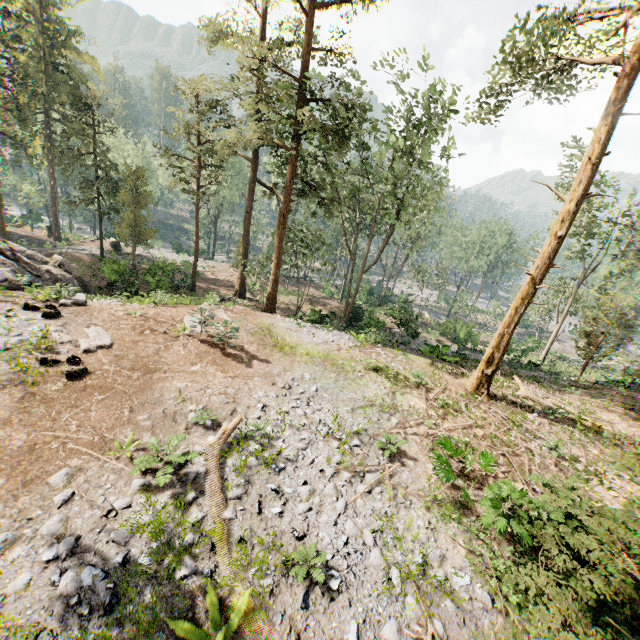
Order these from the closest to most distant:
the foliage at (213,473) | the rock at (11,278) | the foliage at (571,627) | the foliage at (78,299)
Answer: the foliage at (571,627) → the foliage at (213,473) → the foliage at (78,299) → the rock at (11,278)

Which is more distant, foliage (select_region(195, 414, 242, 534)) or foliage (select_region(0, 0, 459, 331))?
foliage (select_region(0, 0, 459, 331))

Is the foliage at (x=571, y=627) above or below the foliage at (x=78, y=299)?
above

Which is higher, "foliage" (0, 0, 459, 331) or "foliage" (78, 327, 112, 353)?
"foliage" (0, 0, 459, 331)

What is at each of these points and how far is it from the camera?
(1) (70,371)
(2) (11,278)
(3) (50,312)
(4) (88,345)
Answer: (1) foliage, 10.3 meters
(2) rock, 15.7 meters
(3) foliage, 13.5 meters
(4) foliage, 11.9 meters

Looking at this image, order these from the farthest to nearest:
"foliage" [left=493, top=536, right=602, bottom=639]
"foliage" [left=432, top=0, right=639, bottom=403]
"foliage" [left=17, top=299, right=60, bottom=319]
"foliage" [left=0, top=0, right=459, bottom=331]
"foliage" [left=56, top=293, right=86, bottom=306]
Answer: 1. "foliage" [left=0, top=0, right=459, bottom=331]
2. "foliage" [left=56, top=293, right=86, bottom=306]
3. "foliage" [left=17, top=299, right=60, bottom=319]
4. "foliage" [left=432, top=0, right=639, bottom=403]
5. "foliage" [left=493, top=536, right=602, bottom=639]

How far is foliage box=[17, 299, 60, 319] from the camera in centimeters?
1333cm
